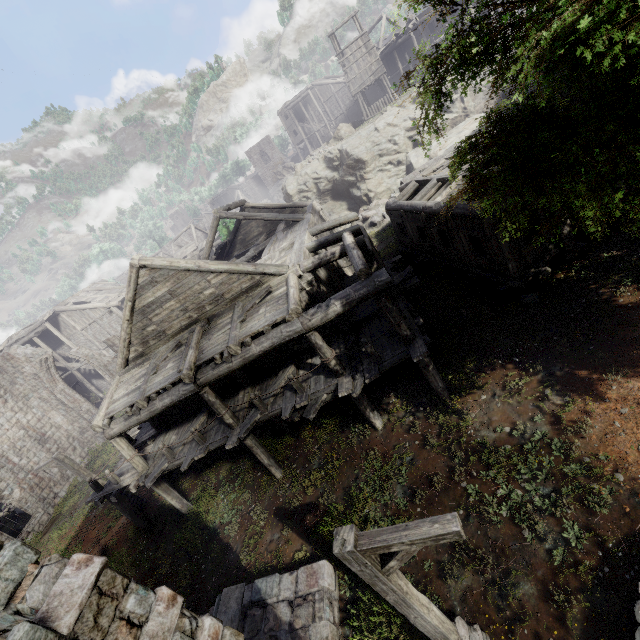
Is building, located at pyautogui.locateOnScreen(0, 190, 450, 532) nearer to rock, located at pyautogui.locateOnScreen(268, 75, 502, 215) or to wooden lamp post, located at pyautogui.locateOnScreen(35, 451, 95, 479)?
rock, located at pyautogui.locateOnScreen(268, 75, 502, 215)

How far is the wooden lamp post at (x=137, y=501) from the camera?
15.6m

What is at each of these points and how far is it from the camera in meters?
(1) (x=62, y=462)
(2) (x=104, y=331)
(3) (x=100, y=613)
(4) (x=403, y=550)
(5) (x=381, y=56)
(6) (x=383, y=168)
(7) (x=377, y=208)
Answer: (1) wooden lamp post, 14.1 m
(2) building, 34.5 m
(3) building, 3.5 m
(4) wooden lamp post, 3.8 m
(5) building, 36.1 m
(6) rock, 28.0 m
(7) rubble, 26.6 m

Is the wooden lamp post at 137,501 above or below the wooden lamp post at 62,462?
below

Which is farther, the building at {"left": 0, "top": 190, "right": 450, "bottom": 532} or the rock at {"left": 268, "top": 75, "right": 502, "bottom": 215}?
the rock at {"left": 268, "top": 75, "right": 502, "bottom": 215}

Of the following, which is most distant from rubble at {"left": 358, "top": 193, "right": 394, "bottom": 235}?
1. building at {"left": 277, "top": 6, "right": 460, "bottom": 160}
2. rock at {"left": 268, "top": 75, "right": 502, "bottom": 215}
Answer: building at {"left": 277, "top": 6, "right": 460, "bottom": 160}

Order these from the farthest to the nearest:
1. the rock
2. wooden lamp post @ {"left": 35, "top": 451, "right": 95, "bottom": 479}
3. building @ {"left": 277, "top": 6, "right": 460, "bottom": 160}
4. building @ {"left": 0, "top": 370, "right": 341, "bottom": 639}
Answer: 1. building @ {"left": 277, "top": 6, "right": 460, "bottom": 160}
2. the rock
3. wooden lamp post @ {"left": 35, "top": 451, "right": 95, "bottom": 479}
4. building @ {"left": 0, "top": 370, "right": 341, "bottom": 639}

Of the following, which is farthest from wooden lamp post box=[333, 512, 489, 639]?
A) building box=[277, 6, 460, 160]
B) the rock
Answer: the rock
